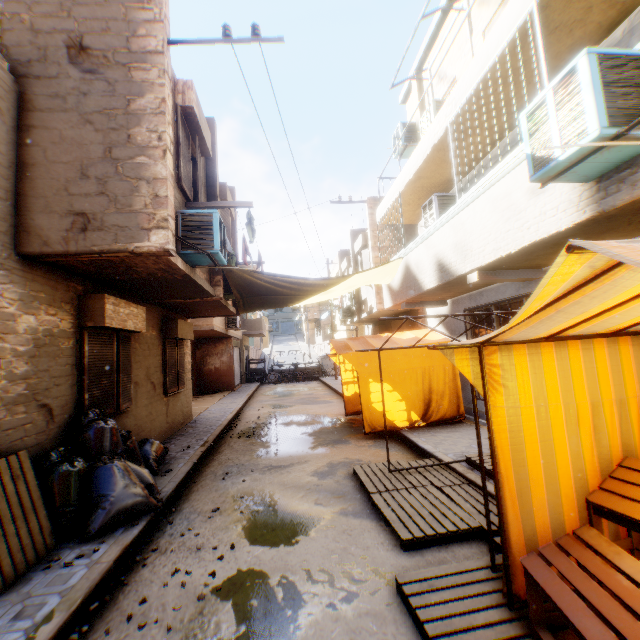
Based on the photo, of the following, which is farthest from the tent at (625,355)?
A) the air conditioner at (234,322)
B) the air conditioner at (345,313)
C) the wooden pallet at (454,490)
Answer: the air conditioner at (345,313)

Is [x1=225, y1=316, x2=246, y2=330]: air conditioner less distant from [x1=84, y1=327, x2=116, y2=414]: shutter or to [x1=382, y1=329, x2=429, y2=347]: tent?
[x1=382, y1=329, x2=429, y2=347]: tent

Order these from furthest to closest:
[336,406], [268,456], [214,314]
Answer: [336,406] < [214,314] < [268,456]

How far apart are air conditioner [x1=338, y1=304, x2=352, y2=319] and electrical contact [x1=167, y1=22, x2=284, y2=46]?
14.3 meters

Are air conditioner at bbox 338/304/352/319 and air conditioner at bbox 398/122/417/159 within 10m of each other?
yes

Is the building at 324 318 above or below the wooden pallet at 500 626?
above

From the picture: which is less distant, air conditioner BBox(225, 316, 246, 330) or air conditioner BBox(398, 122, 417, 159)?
air conditioner BBox(398, 122, 417, 159)

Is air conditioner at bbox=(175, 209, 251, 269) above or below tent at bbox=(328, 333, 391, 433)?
above
